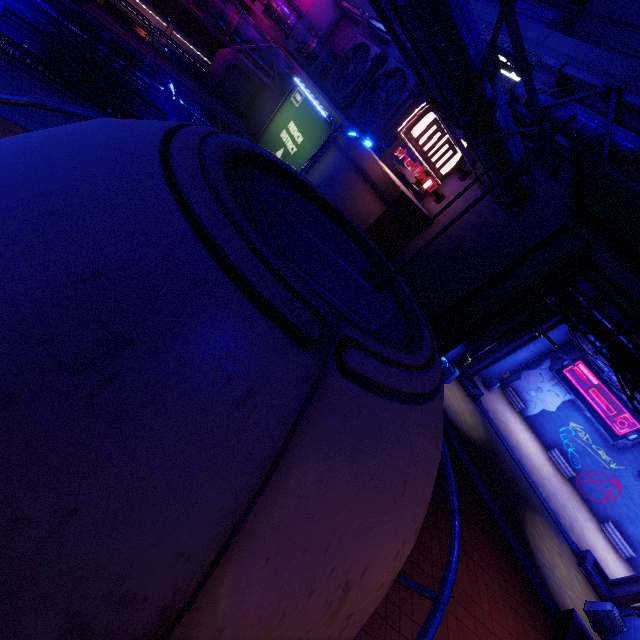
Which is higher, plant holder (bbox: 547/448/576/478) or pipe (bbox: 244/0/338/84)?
pipe (bbox: 244/0/338/84)

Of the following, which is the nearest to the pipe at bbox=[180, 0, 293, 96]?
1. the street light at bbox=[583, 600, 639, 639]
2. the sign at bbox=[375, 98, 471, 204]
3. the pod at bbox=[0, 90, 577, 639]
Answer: the sign at bbox=[375, 98, 471, 204]

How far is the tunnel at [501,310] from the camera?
13.32m

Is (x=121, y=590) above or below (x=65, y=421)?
below

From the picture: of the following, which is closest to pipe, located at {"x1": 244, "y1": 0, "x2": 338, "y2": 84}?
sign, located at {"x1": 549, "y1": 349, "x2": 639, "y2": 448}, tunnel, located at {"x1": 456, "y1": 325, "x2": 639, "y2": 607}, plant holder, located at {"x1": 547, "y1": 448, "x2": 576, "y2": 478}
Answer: tunnel, located at {"x1": 456, "y1": 325, "x2": 639, "y2": 607}

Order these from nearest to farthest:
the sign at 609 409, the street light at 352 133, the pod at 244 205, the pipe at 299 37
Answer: the pod at 244 205 < the street light at 352 133 < the pipe at 299 37 < the sign at 609 409

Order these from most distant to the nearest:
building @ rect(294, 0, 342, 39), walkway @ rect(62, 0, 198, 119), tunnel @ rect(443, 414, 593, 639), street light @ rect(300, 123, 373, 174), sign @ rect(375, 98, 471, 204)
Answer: building @ rect(294, 0, 342, 39), walkway @ rect(62, 0, 198, 119), sign @ rect(375, 98, 471, 204), tunnel @ rect(443, 414, 593, 639), street light @ rect(300, 123, 373, 174)

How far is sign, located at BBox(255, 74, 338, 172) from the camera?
19.4 meters
